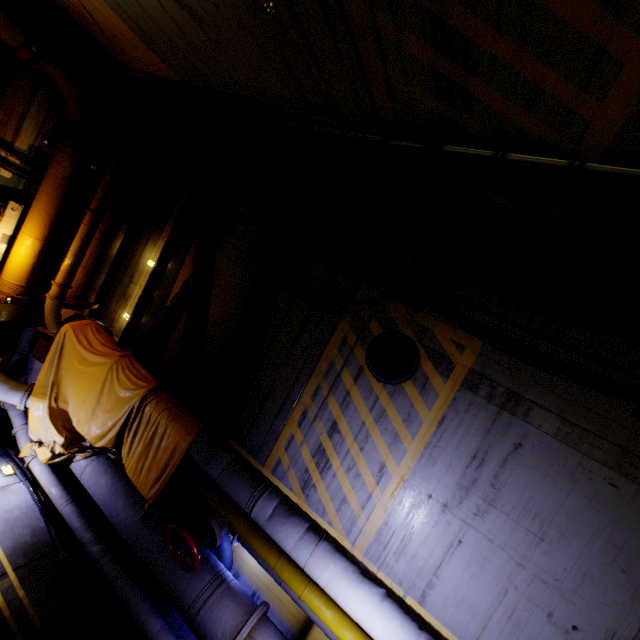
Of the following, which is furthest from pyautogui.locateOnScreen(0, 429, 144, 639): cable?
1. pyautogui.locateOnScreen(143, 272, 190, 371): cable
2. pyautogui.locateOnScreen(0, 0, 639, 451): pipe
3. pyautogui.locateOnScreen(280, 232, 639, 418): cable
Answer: pyautogui.locateOnScreen(280, 232, 639, 418): cable

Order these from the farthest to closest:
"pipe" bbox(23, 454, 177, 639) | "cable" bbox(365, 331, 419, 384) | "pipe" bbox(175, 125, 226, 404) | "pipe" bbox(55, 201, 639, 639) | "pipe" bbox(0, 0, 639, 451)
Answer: "pipe" bbox(175, 125, 226, 404)
"cable" bbox(365, 331, 419, 384)
"pipe" bbox(23, 454, 177, 639)
"pipe" bbox(55, 201, 639, 639)
"pipe" bbox(0, 0, 639, 451)

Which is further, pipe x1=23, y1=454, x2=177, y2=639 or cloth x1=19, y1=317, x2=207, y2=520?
cloth x1=19, y1=317, x2=207, y2=520

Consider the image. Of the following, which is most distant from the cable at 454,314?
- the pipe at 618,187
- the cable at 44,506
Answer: the cable at 44,506

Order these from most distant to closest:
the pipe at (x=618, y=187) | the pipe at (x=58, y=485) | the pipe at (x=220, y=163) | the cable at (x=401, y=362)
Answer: the pipe at (x=220, y=163), the cable at (x=401, y=362), the pipe at (x=58, y=485), the pipe at (x=618, y=187)

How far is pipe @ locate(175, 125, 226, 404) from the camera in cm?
635

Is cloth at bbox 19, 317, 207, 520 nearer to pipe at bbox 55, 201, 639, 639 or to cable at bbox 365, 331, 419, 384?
pipe at bbox 55, 201, 639, 639

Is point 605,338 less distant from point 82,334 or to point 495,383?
point 495,383
